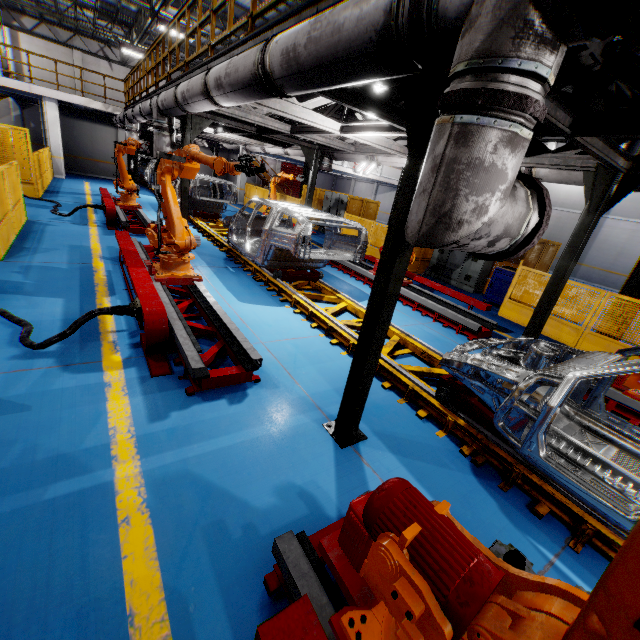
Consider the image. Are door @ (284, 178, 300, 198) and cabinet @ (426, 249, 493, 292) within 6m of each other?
no

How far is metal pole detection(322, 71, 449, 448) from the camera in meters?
2.4

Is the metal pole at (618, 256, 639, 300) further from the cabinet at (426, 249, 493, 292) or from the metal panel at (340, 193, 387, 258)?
the cabinet at (426, 249, 493, 292)

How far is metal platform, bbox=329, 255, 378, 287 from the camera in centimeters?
945cm

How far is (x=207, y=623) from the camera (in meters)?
1.87

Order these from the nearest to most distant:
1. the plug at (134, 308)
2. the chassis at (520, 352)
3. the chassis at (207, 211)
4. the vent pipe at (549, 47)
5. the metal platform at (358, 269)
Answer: the vent pipe at (549, 47), the chassis at (520, 352), the plug at (134, 308), the metal platform at (358, 269), the chassis at (207, 211)

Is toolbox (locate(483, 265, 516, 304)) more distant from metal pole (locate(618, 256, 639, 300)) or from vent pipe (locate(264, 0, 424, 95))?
vent pipe (locate(264, 0, 424, 95))

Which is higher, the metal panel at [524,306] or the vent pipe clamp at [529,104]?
the vent pipe clamp at [529,104]
